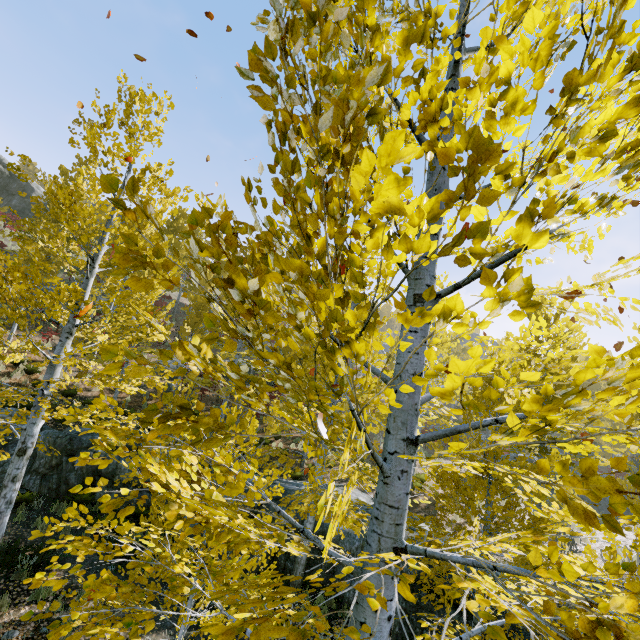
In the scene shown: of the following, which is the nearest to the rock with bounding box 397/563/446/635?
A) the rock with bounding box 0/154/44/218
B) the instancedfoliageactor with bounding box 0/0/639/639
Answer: the instancedfoliageactor with bounding box 0/0/639/639

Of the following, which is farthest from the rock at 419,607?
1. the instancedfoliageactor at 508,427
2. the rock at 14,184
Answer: the rock at 14,184

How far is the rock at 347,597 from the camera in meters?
8.2

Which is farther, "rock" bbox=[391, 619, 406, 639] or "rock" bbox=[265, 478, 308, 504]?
"rock" bbox=[265, 478, 308, 504]

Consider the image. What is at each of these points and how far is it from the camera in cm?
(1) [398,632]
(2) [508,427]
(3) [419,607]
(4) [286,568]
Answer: (1) rock, 714
(2) instancedfoliageactor, 629
(3) rock, 719
(4) rock, 940

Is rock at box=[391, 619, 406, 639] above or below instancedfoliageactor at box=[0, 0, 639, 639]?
below

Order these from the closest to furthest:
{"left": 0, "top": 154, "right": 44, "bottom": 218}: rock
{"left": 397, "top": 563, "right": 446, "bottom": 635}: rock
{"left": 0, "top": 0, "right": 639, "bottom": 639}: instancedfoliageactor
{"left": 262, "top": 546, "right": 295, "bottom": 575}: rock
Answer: {"left": 0, "top": 0, "right": 639, "bottom": 639}: instancedfoliageactor, {"left": 397, "top": 563, "right": 446, "bottom": 635}: rock, {"left": 262, "top": 546, "right": 295, "bottom": 575}: rock, {"left": 0, "top": 154, "right": 44, "bottom": 218}: rock

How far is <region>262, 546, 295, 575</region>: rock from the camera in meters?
9.4
